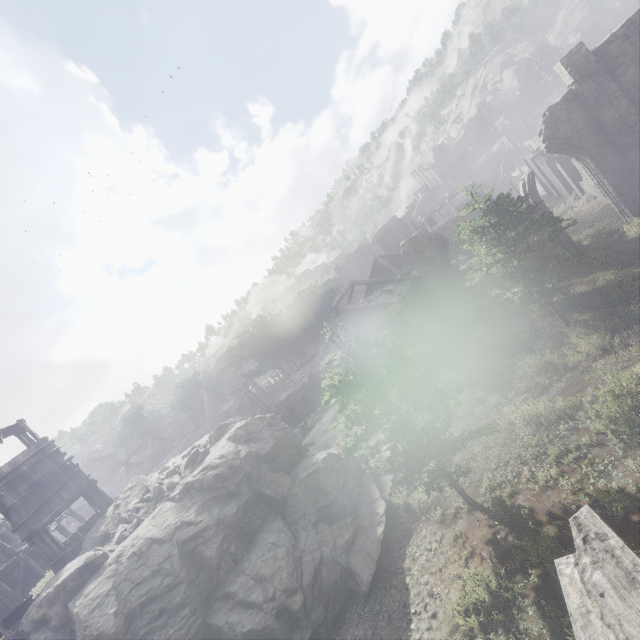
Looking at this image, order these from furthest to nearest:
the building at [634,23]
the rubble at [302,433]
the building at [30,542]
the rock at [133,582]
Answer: the rubble at [302,433], the building at [634,23], the building at [30,542], the rock at [133,582]

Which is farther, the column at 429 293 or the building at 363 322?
the column at 429 293

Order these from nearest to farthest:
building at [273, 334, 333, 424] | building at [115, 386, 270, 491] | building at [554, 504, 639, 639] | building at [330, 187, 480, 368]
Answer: building at [554, 504, 639, 639] → building at [330, 187, 480, 368] → building at [273, 334, 333, 424] → building at [115, 386, 270, 491]

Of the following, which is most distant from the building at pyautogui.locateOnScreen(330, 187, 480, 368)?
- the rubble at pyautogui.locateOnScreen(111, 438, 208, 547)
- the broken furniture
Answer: the rubble at pyautogui.locateOnScreen(111, 438, 208, 547)

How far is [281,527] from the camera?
13.2 meters

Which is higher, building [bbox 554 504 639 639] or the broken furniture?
the broken furniture

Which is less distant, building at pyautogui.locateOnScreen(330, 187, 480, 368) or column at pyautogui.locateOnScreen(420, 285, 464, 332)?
building at pyautogui.locateOnScreen(330, 187, 480, 368)
